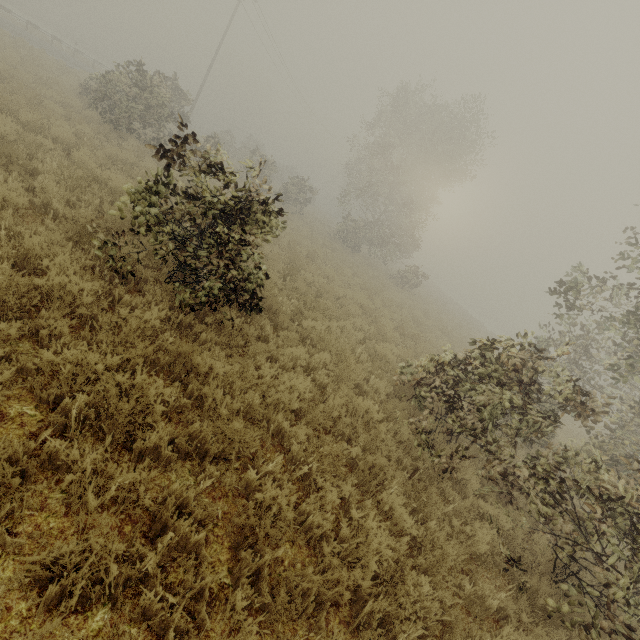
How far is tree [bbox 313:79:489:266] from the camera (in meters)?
23.45

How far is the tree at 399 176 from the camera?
23.45m

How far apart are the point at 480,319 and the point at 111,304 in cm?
6126
